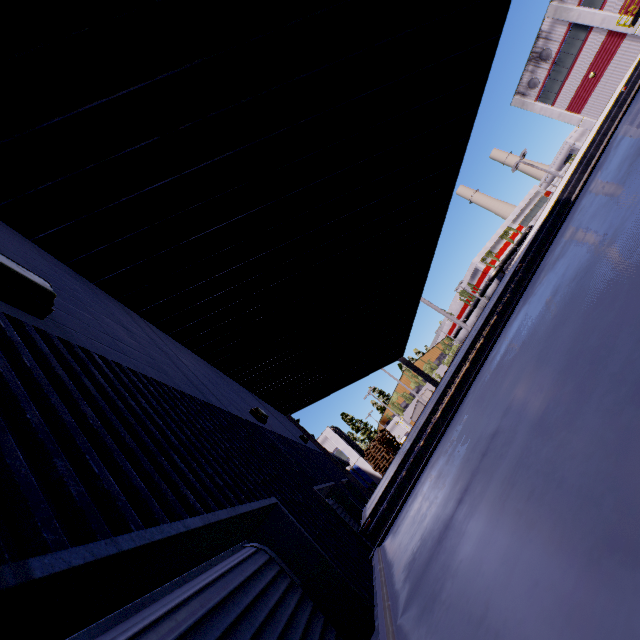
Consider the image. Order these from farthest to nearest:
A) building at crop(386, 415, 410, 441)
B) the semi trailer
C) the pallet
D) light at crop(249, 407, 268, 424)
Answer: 1. building at crop(386, 415, 410, 441)
2. the pallet
3. light at crop(249, 407, 268, 424)
4. the semi trailer

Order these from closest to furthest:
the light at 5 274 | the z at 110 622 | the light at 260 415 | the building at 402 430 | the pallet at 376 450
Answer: the z at 110 622
the light at 5 274
the light at 260 415
the pallet at 376 450
the building at 402 430

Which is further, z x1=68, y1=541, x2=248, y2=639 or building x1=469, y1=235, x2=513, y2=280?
building x1=469, y1=235, x2=513, y2=280

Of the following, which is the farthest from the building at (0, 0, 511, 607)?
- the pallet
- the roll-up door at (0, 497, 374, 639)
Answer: the pallet

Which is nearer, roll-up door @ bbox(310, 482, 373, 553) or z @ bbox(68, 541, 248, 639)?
z @ bbox(68, 541, 248, 639)

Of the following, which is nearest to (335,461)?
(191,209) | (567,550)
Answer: (191,209)

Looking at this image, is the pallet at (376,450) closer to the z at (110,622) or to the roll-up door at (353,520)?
the roll-up door at (353,520)

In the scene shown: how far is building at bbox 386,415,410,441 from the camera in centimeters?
4462cm
